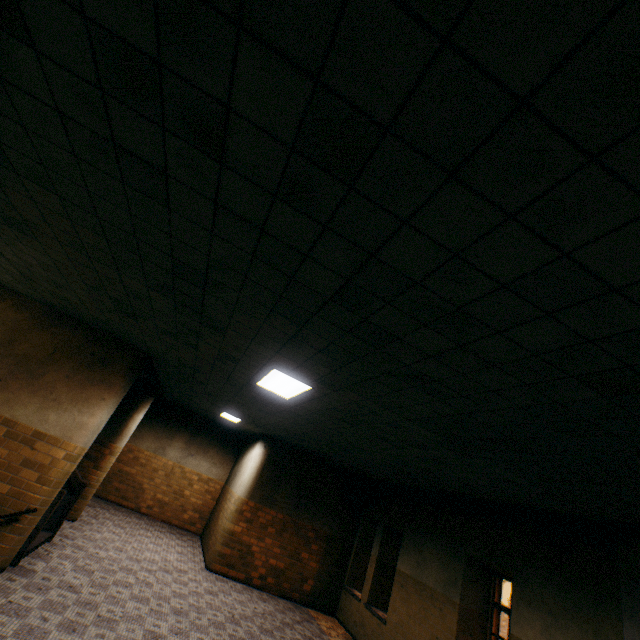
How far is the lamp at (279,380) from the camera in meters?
4.6 m

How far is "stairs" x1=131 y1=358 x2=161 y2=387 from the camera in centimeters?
804cm

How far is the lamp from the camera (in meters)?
4.59

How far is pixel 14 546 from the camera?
5.2 meters

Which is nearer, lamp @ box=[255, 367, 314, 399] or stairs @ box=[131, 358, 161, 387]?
lamp @ box=[255, 367, 314, 399]

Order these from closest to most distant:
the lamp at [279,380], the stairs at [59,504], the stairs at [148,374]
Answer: the lamp at [279,380] < the stairs at [59,504] < the stairs at [148,374]

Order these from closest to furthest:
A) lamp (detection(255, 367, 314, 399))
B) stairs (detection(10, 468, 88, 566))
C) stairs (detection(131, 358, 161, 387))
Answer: lamp (detection(255, 367, 314, 399))
stairs (detection(10, 468, 88, 566))
stairs (detection(131, 358, 161, 387))
